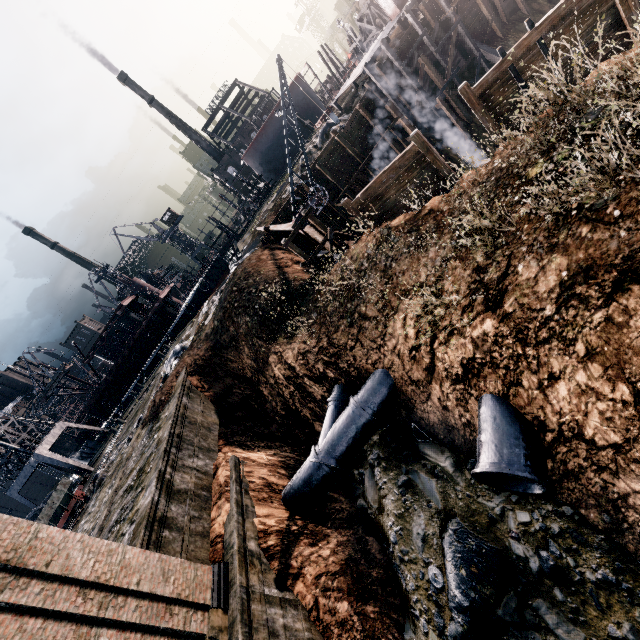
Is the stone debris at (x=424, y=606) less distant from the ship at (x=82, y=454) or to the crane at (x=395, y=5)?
the crane at (x=395, y=5)

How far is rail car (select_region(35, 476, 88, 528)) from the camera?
22.34m

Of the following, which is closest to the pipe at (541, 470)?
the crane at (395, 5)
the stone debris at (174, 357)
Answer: the stone debris at (174, 357)

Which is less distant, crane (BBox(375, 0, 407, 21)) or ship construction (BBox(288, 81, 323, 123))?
crane (BBox(375, 0, 407, 21))

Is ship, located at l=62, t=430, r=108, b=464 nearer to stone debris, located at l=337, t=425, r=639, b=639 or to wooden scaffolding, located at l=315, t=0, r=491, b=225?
A: wooden scaffolding, located at l=315, t=0, r=491, b=225

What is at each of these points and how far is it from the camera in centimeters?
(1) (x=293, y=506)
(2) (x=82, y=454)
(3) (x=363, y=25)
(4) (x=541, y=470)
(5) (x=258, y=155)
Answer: (1) pipe, 1406cm
(2) ship, 4859cm
(3) wooden support structure, 5453cm
(4) pipe, 797cm
(5) ship construction, 5175cm

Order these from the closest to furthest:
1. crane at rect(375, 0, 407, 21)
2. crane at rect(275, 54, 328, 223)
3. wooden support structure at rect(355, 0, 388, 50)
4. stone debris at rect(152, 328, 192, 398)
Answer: crane at rect(275, 54, 328, 223) → stone debris at rect(152, 328, 192, 398) → crane at rect(375, 0, 407, 21) → wooden support structure at rect(355, 0, 388, 50)

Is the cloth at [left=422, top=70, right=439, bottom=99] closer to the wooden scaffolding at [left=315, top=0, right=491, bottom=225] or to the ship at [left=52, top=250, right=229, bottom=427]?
the wooden scaffolding at [left=315, top=0, right=491, bottom=225]
